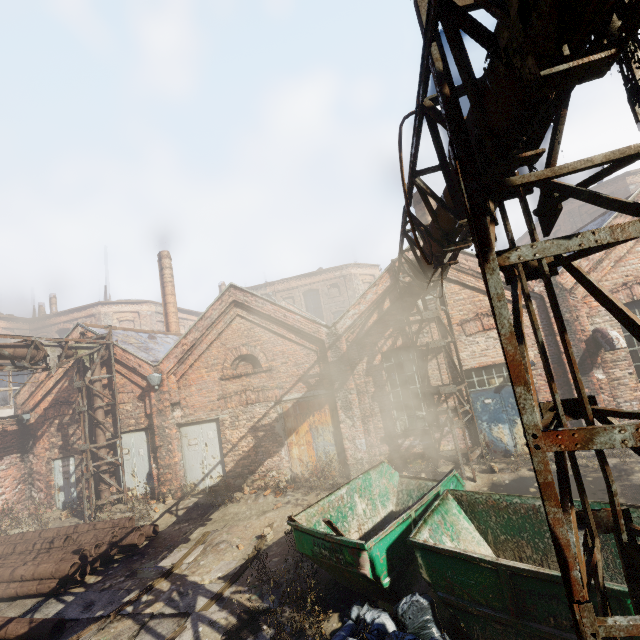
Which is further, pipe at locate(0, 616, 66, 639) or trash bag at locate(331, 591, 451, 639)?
pipe at locate(0, 616, 66, 639)

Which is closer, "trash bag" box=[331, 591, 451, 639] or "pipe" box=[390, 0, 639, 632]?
"pipe" box=[390, 0, 639, 632]

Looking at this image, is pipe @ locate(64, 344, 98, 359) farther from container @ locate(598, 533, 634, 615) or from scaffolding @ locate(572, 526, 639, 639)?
container @ locate(598, 533, 634, 615)

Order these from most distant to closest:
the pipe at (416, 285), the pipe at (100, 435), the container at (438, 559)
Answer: the pipe at (100, 435)
the container at (438, 559)
the pipe at (416, 285)

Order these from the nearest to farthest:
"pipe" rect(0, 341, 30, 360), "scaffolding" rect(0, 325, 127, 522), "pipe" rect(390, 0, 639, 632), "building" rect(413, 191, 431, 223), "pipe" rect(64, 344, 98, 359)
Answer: "pipe" rect(390, 0, 639, 632), "pipe" rect(0, 341, 30, 360), "scaffolding" rect(0, 325, 127, 522), "pipe" rect(64, 344, 98, 359), "building" rect(413, 191, 431, 223)

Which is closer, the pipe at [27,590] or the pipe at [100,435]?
the pipe at [27,590]

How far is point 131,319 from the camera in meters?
32.3 m
